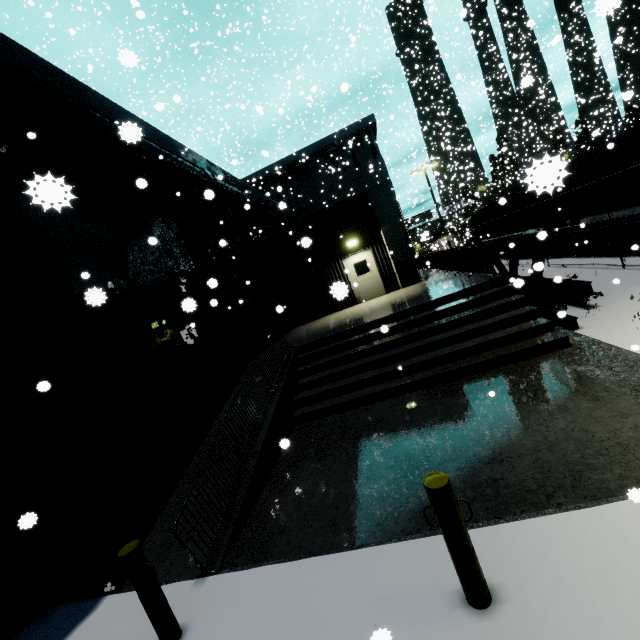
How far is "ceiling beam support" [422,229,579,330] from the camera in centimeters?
743cm

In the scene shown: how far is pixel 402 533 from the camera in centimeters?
379cm

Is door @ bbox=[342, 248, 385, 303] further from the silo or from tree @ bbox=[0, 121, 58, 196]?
the silo

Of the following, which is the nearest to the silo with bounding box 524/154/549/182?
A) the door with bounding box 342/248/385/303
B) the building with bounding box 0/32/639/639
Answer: the building with bounding box 0/32/639/639

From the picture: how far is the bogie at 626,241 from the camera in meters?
11.8

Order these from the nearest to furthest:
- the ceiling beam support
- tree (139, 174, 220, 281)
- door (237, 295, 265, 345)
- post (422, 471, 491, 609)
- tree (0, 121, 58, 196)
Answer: post (422, 471, 491, 609), tree (0, 121, 58, 196), the ceiling beam support, tree (139, 174, 220, 281), door (237, 295, 265, 345)

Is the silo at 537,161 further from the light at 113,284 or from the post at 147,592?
the post at 147,592

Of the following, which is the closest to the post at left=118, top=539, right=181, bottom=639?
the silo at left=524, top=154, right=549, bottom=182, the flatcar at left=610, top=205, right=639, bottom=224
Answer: the flatcar at left=610, top=205, right=639, bottom=224
